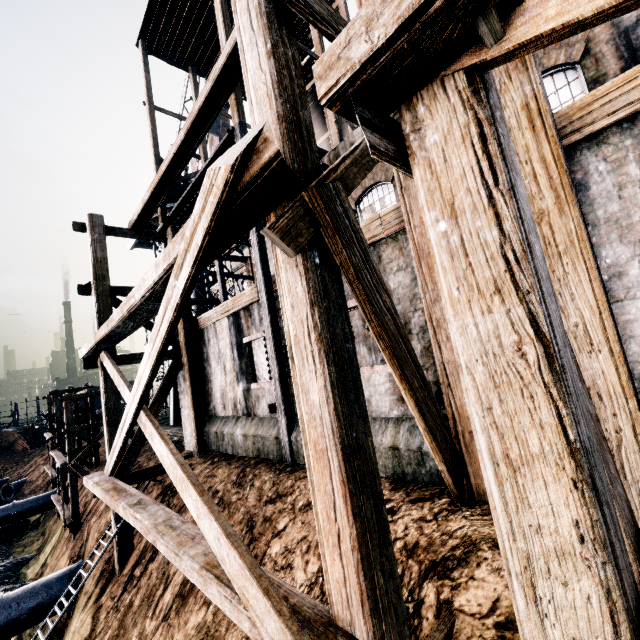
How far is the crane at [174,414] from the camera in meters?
21.5 m

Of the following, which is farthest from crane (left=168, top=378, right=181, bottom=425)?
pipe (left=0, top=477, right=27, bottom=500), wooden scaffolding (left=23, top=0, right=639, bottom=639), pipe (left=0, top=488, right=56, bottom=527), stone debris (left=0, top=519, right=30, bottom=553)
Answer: pipe (left=0, top=477, right=27, bottom=500)

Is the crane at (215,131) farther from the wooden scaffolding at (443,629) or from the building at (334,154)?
the building at (334,154)

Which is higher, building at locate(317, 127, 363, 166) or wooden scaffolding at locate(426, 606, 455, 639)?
building at locate(317, 127, 363, 166)

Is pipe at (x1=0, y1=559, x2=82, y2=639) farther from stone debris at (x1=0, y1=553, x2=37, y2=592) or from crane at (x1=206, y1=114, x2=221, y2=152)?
crane at (x1=206, y1=114, x2=221, y2=152)

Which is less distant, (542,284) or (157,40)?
(542,284)

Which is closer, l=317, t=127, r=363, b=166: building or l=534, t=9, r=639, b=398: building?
l=534, t=9, r=639, b=398: building

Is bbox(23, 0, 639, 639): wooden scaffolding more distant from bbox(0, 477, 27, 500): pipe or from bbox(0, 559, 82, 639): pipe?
bbox(0, 477, 27, 500): pipe
